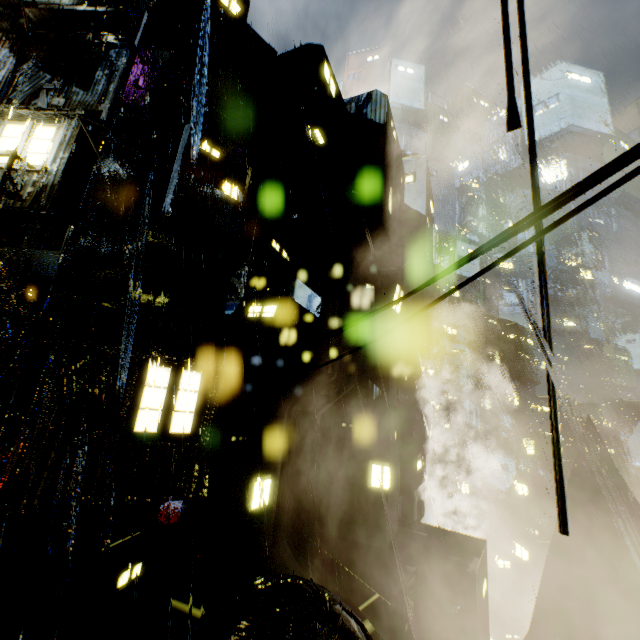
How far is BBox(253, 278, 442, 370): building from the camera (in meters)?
13.22

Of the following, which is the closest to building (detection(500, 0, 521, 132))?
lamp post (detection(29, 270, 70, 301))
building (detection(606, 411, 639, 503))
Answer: lamp post (detection(29, 270, 70, 301))

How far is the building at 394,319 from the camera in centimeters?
1322cm

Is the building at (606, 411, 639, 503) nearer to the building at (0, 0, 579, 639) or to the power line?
the building at (0, 0, 579, 639)

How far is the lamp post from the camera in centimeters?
956cm

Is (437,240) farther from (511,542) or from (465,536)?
(511,542)

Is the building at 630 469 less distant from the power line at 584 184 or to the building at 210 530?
the building at 210 530

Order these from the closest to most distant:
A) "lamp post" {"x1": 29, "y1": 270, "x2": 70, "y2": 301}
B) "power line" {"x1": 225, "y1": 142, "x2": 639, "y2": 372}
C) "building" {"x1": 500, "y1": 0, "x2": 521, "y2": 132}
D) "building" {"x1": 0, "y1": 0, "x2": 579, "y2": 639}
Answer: "power line" {"x1": 225, "y1": 142, "x2": 639, "y2": 372} < "building" {"x1": 500, "y1": 0, "x2": 521, "y2": 132} < "building" {"x1": 0, "y1": 0, "x2": 579, "y2": 639} < "lamp post" {"x1": 29, "y1": 270, "x2": 70, "y2": 301}
